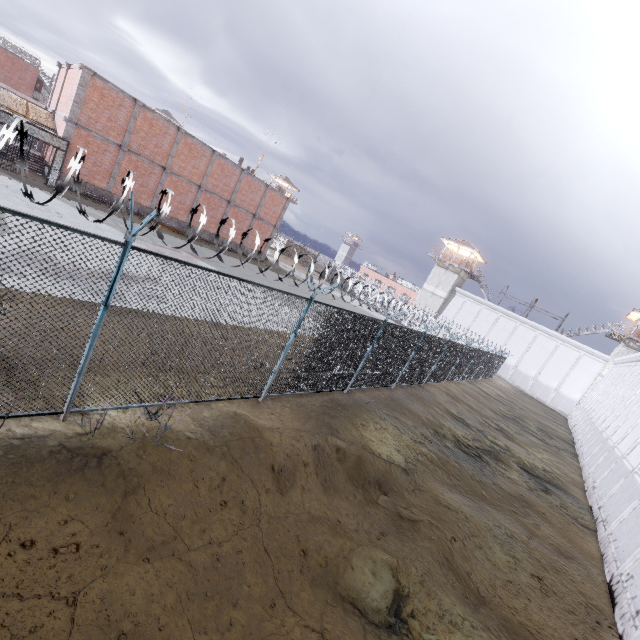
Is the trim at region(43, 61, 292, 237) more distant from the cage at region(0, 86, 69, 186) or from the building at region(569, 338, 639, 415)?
the building at region(569, 338, 639, 415)

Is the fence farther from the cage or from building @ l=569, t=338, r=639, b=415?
building @ l=569, t=338, r=639, b=415

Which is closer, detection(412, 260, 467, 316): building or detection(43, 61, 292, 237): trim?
detection(43, 61, 292, 237): trim

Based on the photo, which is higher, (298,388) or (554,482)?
(298,388)

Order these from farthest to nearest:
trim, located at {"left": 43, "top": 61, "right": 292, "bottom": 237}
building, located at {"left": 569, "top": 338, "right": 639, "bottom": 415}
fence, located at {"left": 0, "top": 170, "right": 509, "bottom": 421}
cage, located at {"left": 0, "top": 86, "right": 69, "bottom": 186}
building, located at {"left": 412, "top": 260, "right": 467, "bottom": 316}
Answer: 1. building, located at {"left": 412, "top": 260, "right": 467, "bottom": 316}
2. building, located at {"left": 569, "top": 338, "right": 639, "bottom": 415}
3. trim, located at {"left": 43, "top": 61, "right": 292, "bottom": 237}
4. cage, located at {"left": 0, "top": 86, "right": 69, "bottom": 186}
5. fence, located at {"left": 0, "top": 170, "right": 509, "bottom": 421}

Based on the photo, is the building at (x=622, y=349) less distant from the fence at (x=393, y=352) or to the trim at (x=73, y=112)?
the fence at (x=393, y=352)

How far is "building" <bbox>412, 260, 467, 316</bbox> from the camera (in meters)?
48.03
